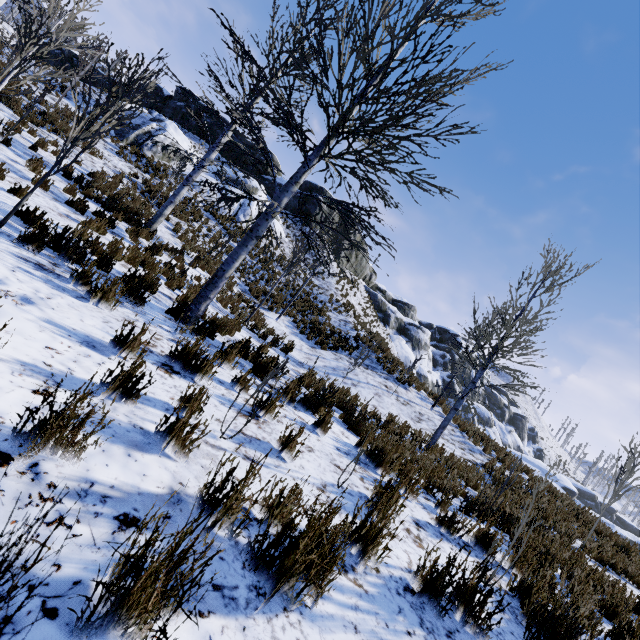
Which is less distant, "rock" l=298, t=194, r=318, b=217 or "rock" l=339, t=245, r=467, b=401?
"rock" l=298, t=194, r=318, b=217

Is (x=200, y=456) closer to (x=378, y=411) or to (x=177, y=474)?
(x=177, y=474)

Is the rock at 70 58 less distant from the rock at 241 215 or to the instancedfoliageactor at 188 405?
the rock at 241 215

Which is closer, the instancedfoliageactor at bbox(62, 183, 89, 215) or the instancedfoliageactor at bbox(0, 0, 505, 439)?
the instancedfoliageactor at bbox(0, 0, 505, 439)

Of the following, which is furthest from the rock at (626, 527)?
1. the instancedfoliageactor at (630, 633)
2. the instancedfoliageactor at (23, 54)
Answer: the instancedfoliageactor at (23, 54)

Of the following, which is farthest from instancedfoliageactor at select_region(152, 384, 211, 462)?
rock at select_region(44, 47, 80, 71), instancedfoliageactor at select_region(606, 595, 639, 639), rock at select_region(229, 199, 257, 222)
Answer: rock at select_region(229, 199, 257, 222)

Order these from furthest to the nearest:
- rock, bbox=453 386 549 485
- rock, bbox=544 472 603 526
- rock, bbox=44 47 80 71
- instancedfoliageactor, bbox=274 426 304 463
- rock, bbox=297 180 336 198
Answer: rock, bbox=297 180 336 198 < rock, bbox=44 47 80 71 < rock, bbox=453 386 549 485 < rock, bbox=544 472 603 526 < instancedfoliageactor, bbox=274 426 304 463

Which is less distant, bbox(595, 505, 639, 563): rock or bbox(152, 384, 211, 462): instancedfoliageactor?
bbox(152, 384, 211, 462): instancedfoliageactor
